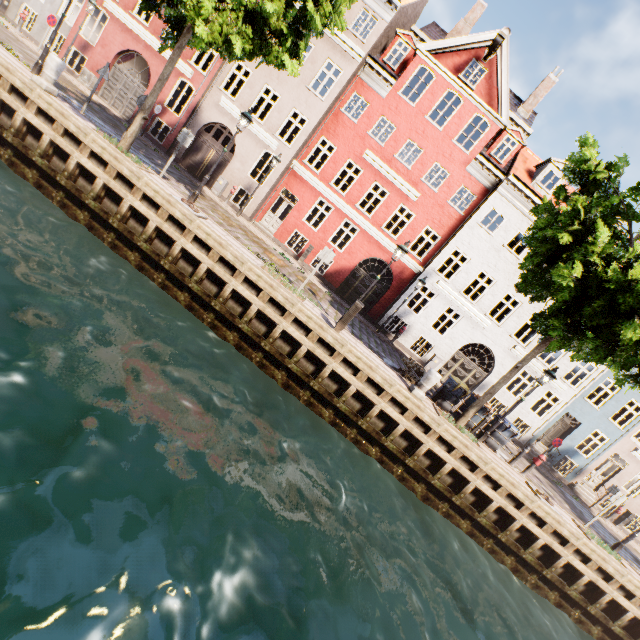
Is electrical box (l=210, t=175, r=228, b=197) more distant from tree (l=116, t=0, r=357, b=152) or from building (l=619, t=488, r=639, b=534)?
tree (l=116, t=0, r=357, b=152)

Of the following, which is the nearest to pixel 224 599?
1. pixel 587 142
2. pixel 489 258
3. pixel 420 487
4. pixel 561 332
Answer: pixel 420 487

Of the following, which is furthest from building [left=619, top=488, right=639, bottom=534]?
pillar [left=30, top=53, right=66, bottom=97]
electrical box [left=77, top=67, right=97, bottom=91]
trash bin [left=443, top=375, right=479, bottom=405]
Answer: pillar [left=30, top=53, right=66, bottom=97]

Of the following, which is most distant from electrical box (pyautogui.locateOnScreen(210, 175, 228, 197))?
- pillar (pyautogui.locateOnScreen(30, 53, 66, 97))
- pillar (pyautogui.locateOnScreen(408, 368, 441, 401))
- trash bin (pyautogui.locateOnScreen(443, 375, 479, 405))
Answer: trash bin (pyautogui.locateOnScreen(443, 375, 479, 405))

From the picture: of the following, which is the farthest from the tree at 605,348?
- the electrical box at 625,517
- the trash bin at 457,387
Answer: the electrical box at 625,517

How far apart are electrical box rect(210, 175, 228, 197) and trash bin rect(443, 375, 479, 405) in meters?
15.5 m

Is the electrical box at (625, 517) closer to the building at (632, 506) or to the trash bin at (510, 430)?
the building at (632, 506)

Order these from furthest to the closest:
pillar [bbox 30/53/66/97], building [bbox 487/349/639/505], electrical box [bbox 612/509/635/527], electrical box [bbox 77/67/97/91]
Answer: electrical box [bbox 612/509/635/527] → building [bbox 487/349/639/505] → electrical box [bbox 77/67/97/91] → pillar [bbox 30/53/66/97]
